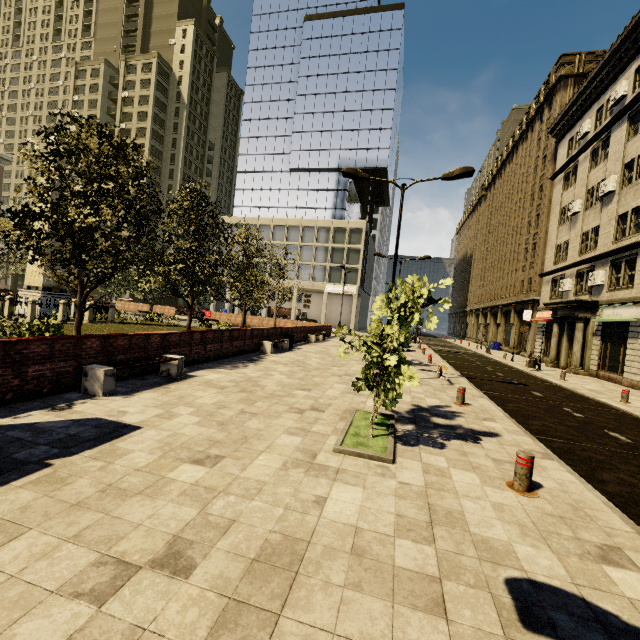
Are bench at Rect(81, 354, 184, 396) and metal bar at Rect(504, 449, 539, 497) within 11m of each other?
yes

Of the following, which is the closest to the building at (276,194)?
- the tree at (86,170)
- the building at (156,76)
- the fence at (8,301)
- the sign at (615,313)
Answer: the sign at (615,313)

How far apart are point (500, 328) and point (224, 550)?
A: 45.44m

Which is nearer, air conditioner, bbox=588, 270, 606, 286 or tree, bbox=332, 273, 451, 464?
tree, bbox=332, 273, 451, 464

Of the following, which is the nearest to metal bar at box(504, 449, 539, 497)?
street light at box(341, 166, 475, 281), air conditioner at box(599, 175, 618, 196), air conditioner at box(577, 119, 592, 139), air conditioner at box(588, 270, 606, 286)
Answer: street light at box(341, 166, 475, 281)

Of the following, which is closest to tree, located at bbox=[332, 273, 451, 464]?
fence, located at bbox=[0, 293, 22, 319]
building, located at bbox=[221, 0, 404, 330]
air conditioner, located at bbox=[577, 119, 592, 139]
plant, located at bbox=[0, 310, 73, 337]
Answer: plant, located at bbox=[0, 310, 73, 337]

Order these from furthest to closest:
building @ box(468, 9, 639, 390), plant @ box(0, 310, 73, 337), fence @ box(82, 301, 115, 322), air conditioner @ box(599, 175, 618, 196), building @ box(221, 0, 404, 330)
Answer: building @ box(221, 0, 404, 330) → fence @ box(82, 301, 115, 322) → air conditioner @ box(599, 175, 618, 196) → building @ box(468, 9, 639, 390) → plant @ box(0, 310, 73, 337)

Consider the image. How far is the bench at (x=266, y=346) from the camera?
16.1m
